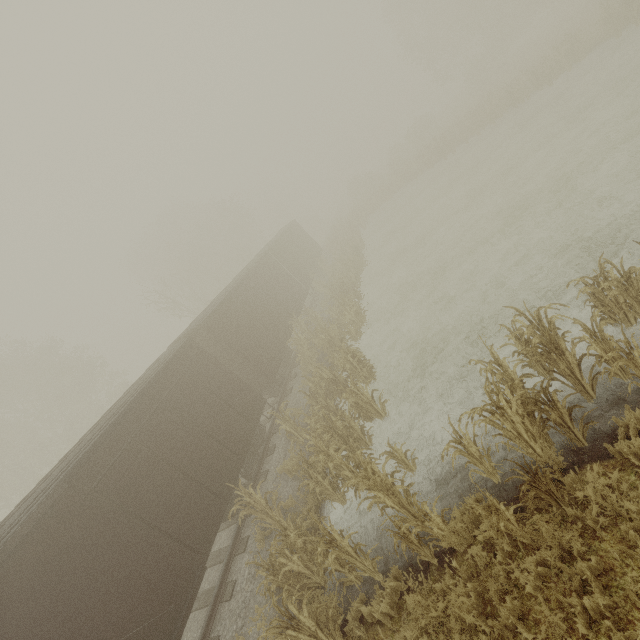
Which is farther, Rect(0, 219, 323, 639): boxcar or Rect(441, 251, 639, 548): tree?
Rect(0, 219, 323, 639): boxcar

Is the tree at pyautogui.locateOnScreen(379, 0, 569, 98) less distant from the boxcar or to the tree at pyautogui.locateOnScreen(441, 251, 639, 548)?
the tree at pyautogui.locateOnScreen(441, 251, 639, 548)

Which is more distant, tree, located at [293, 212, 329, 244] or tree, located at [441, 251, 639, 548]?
tree, located at [293, 212, 329, 244]

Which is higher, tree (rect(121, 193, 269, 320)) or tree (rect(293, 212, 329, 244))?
tree (rect(121, 193, 269, 320))

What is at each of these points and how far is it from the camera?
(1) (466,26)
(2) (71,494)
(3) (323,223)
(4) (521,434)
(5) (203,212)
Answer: (1) tree, 32.2m
(2) boxcar, 6.3m
(3) tree, 52.3m
(4) tree, 5.3m
(5) tree, 45.8m

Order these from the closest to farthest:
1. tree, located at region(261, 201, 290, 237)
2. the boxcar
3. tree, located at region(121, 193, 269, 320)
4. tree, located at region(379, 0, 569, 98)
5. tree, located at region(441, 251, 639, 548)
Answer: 1. tree, located at region(441, 251, 639, 548)
2. the boxcar
3. tree, located at region(121, 193, 269, 320)
4. tree, located at region(379, 0, 569, 98)
5. tree, located at region(261, 201, 290, 237)

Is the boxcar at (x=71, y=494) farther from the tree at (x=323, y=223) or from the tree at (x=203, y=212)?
the tree at (x=323, y=223)

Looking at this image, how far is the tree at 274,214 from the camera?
48.8 meters
